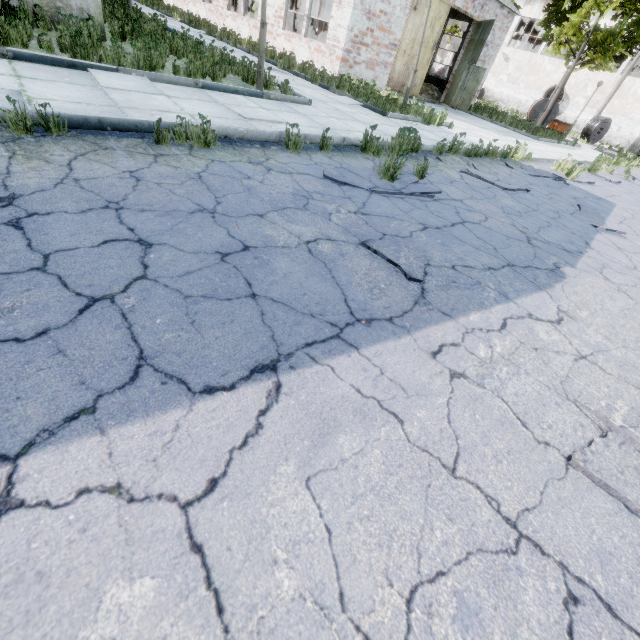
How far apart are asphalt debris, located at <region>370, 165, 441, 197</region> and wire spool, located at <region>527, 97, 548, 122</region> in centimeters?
3035cm

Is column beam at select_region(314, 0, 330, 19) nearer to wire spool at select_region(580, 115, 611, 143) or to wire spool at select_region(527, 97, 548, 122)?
wire spool at select_region(527, 97, 548, 122)

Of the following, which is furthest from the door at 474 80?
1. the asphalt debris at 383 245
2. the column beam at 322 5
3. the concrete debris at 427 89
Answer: the asphalt debris at 383 245

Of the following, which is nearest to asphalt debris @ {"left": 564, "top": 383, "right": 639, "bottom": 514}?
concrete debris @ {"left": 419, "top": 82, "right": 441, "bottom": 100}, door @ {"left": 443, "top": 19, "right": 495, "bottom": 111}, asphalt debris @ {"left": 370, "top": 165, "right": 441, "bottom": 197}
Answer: asphalt debris @ {"left": 370, "top": 165, "right": 441, "bottom": 197}

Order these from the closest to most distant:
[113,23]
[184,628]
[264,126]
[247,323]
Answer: [184,628]
[247,323]
[264,126]
[113,23]

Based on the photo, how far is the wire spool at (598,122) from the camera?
27.5 meters

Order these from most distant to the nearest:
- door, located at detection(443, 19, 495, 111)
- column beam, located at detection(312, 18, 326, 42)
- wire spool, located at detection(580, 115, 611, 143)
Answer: wire spool, located at detection(580, 115, 611, 143) → column beam, located at detection(312, 18, 326, 42) → door, located at detection(443, 19, 495, 111)

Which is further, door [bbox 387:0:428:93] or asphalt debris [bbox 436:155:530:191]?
door [bbox 387:0:428:93]
